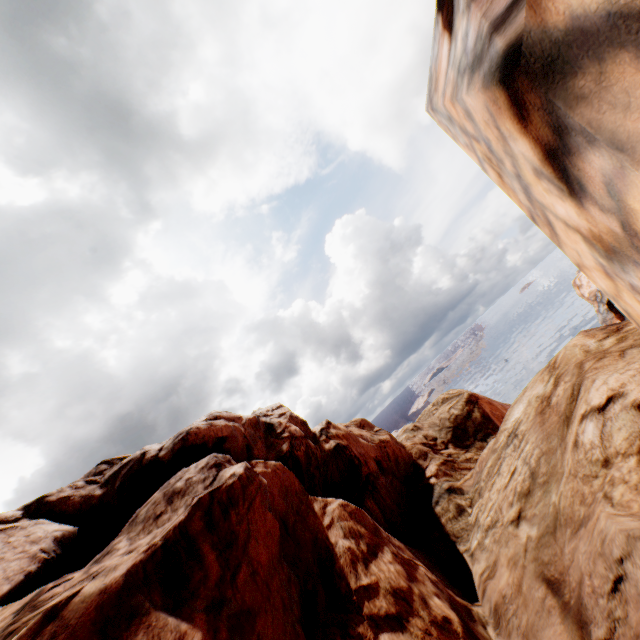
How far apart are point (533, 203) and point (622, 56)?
3.0 meters
